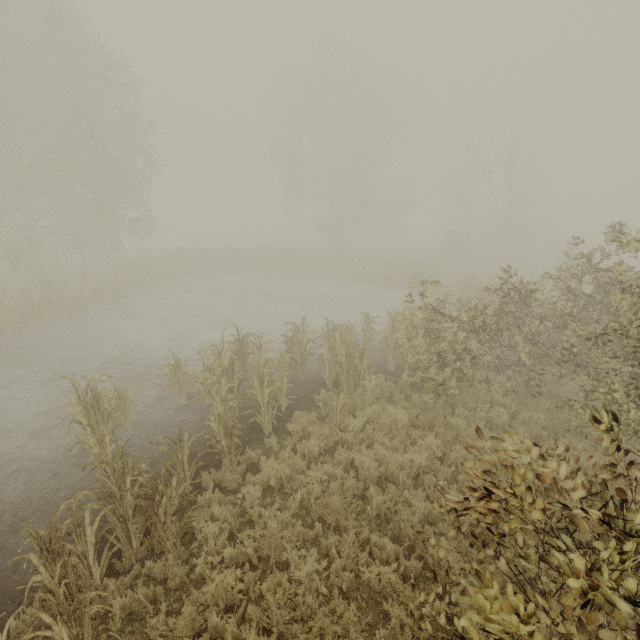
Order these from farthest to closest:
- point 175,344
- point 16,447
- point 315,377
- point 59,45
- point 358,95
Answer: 1. point 358,95
2. point 59,45
3. point 175,344
4. point 315,377
5. point 16,447
